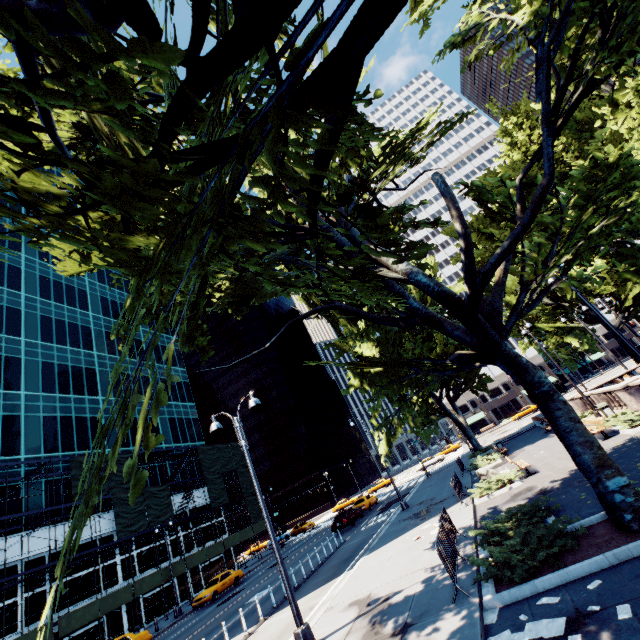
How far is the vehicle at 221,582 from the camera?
26.8m

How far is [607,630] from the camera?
4.83m

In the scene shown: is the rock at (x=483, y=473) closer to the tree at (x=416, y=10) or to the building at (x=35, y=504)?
the tree at (x=416, y=10)

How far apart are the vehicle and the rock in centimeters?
2429cm

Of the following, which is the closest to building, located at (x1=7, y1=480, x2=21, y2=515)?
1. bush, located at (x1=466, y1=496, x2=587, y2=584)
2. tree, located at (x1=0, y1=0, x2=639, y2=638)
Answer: tree, located at (x1=0, y1=0, x2=639, y2=638)

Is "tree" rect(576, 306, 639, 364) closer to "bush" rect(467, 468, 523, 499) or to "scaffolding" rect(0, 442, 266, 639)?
"bush" rect(467, 468, 523, 499)

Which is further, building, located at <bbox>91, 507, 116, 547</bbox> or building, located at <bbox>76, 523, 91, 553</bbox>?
building, located at <bbox>91, 507, 116, 547</bbox>

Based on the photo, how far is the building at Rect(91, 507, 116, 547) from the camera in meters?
31.3
